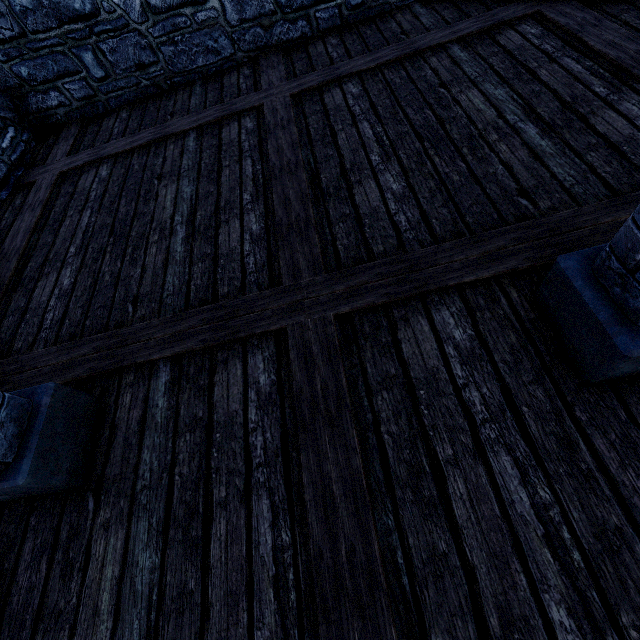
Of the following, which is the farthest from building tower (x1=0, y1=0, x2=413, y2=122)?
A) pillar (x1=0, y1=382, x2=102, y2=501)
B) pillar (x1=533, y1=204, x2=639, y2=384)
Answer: pillar (x1=533, y1=204, x2=639, y2=384)

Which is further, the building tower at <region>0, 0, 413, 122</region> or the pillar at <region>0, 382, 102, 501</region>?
the building tower at <region>0, 0, 413, 122</region>

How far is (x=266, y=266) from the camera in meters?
2.4 m

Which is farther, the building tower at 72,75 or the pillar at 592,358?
the building tower at 72,75

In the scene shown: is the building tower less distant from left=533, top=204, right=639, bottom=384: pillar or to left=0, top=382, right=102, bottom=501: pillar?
left=0, top=382, right=102, bottom=501: pillar

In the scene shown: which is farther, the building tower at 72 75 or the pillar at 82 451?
the building tower at 72 75
